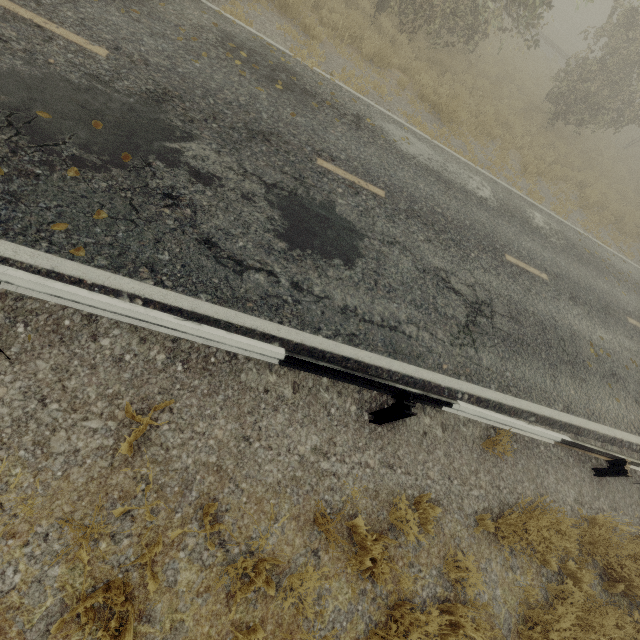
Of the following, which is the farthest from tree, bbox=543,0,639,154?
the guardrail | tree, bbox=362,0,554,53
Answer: the guardrail

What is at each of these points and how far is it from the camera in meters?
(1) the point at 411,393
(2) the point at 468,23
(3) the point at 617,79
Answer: (1) guardrail, 4.0 m
(2) tree, 12.0 m
(3) tree, 14.0 m

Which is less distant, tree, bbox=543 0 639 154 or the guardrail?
→ the guardrail

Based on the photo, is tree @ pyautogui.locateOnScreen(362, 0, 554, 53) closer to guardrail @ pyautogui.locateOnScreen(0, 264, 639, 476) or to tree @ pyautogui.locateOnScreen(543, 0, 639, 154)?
guardrail @ pyautogui.locateOnScreen(0, 264, 639, 476)

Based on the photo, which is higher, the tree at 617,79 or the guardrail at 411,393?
the tree at 617,79

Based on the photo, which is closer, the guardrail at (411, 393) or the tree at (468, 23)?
the guardrail at (411, 393)
